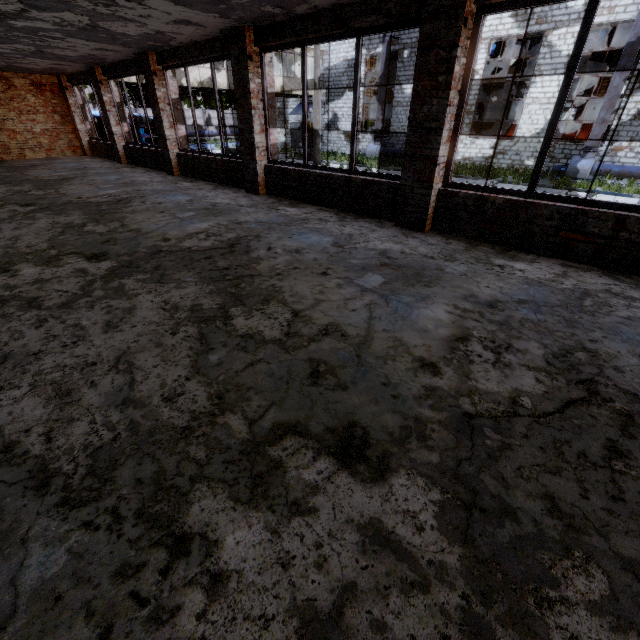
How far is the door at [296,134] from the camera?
30.3m

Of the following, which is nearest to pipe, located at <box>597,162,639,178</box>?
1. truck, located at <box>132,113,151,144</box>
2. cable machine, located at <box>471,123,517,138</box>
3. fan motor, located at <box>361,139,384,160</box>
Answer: cable machine, located at <box>471,123,517,138</box>

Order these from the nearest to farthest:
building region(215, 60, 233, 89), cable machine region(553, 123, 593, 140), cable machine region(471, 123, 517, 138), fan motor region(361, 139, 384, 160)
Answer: cable machine region(553, 123, 593, 140)
building region(215, 60, 233, 89)
cable machine region(471, 123, 517, 138)
fan motor region(361, 139, 384, 160)

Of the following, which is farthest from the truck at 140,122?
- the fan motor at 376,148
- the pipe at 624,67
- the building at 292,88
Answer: the pipe at 624,67

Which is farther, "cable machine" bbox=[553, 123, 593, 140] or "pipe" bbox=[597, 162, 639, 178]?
"cable machine" bbox=[553, 123, 593, 140]

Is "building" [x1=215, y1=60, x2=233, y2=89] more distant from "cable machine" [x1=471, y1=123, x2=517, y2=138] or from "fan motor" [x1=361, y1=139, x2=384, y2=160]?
"cable machine" [x1=471, y1=123, x2=517, y2=138]

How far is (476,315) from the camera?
3.20m
